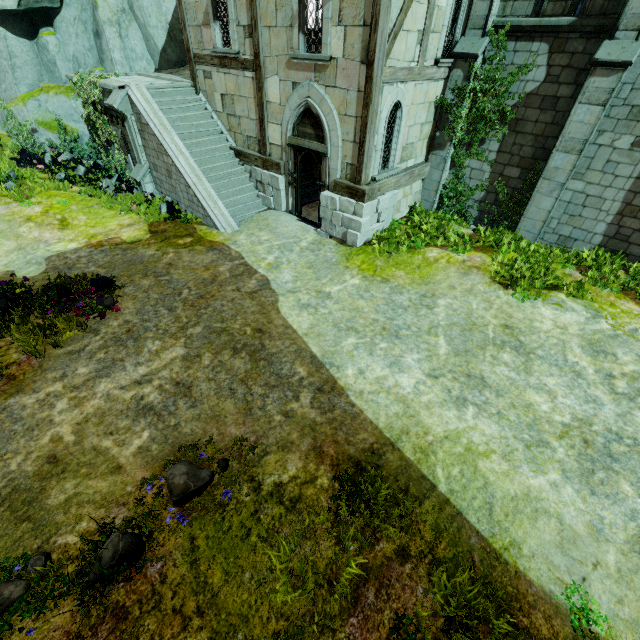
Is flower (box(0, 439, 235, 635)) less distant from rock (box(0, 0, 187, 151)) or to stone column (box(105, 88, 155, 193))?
stone column (box(105, 88, 155, 193))

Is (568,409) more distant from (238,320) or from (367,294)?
(238,320)

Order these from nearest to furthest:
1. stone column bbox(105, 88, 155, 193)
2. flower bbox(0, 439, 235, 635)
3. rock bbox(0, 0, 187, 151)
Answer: flower bbox(0, 439, 235, 635), stone column bbox(105, 88, 155, 193), rock bbox(0, 0, 187, 151)

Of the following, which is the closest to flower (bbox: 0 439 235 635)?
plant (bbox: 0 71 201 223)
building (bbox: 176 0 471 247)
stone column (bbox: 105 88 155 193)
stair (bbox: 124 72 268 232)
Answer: building (bbox: 176 0 471 247)

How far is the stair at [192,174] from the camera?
11.2 meters

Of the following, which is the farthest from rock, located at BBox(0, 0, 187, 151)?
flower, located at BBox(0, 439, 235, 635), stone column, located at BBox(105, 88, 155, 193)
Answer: flower, located at BBox(0, 439, 235, 635)

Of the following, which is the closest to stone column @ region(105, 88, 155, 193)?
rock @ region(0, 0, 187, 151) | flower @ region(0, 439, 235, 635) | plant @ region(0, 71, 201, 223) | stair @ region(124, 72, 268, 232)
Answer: stair @ region(124, 72, 268, 232)

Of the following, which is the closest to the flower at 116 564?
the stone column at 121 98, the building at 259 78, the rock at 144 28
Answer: the building at 259 78
